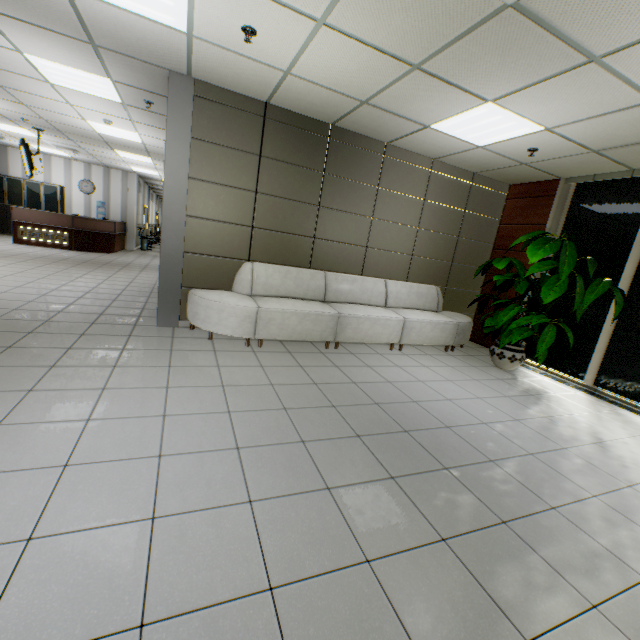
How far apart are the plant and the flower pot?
1.0m

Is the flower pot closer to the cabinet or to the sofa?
the sofa

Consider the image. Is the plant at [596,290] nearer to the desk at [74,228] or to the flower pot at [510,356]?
the flower pot at [510,356]

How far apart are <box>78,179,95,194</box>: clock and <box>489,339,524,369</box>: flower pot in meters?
15.9

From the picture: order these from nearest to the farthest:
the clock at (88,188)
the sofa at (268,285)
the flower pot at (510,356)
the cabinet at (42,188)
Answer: the sofa at (268,285) < the flower pot at (510,356) < the cabinet at (42,188) < the clock at (88,188)

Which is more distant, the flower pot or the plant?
the flower pot

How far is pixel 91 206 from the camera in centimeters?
1362cm

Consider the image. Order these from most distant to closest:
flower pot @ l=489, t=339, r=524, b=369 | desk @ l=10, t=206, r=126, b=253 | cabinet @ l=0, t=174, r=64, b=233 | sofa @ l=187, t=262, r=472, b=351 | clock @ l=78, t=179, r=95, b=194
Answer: clock @ l=78, t=179, r=95, b=194 → cabinet @ l=0, t=174, r=64, b=233 → desk @ l=10, t=206, r=126, b=253 → flower pot @ l=489, t=339, r=524, b=369 → sofa @ l=187, t=262, r=472, b=351
